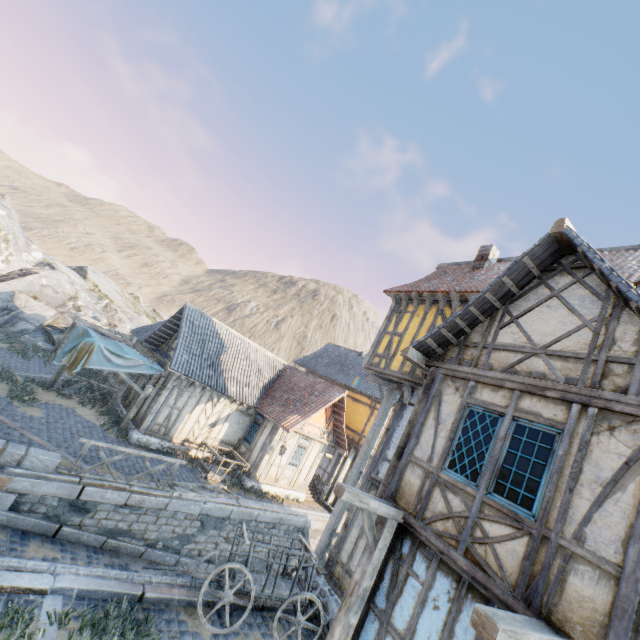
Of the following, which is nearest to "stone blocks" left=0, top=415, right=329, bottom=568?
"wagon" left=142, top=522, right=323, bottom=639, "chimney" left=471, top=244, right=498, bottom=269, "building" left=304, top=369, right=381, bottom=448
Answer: "building" left=304, top=369, right=381, bottom=448

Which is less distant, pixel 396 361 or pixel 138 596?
pixel 138 596

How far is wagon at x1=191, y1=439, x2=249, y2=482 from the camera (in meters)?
14.15

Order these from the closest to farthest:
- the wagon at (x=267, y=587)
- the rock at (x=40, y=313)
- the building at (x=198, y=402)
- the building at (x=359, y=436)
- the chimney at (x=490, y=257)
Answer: the wagon at (x=267, y=587)
the chimney at (x=490, y=257)
the building at (x=198, y=402)
the building at (x=359, y=436)
the rock at (x=40, y=313)

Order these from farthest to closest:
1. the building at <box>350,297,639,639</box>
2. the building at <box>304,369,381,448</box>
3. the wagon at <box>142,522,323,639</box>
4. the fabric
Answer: the building at <box>304,369,381,448</box>
the fabric
the wagon at <box>142,522,323,639</box>
the building at <box>350,297,639,639</box>

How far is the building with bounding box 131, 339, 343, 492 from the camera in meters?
14.7

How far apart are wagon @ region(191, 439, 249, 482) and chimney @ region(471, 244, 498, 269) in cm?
1294

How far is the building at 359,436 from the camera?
19.2m
